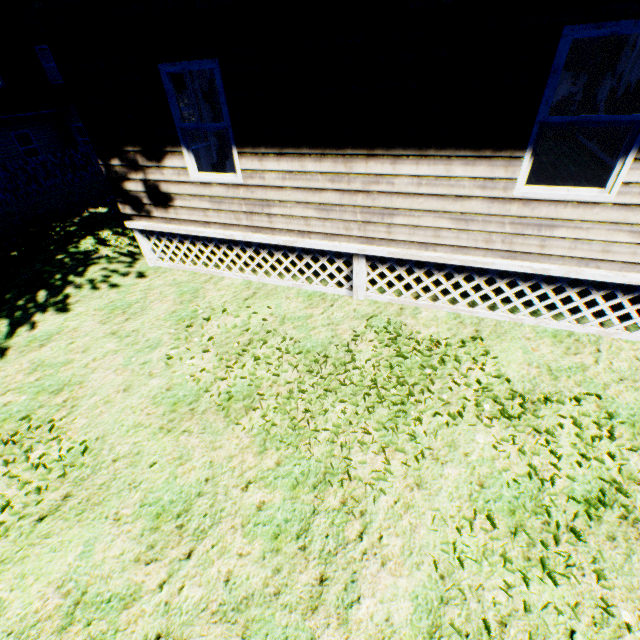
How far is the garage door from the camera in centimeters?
2536cm

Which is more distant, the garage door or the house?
the garage door

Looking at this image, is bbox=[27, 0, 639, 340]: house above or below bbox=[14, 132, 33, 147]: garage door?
above

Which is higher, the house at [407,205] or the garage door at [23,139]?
the house at [407,205]

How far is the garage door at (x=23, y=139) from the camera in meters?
25.4 m

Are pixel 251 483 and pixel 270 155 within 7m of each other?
yes
